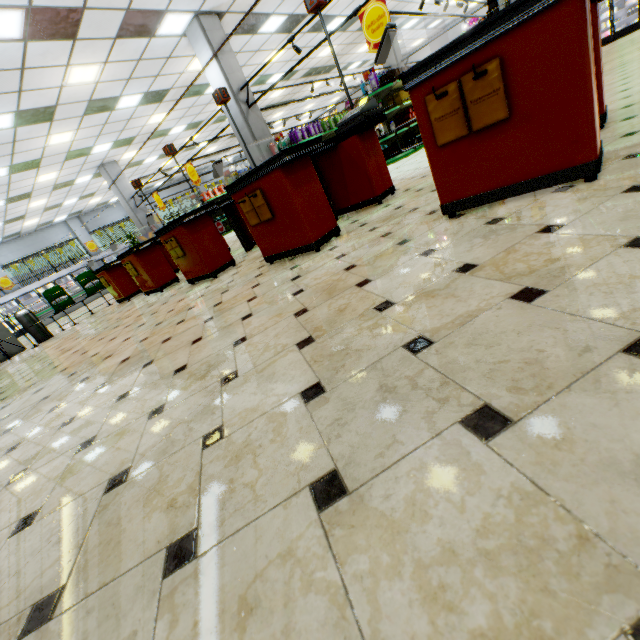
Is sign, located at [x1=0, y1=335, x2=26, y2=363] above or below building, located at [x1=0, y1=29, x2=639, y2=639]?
above

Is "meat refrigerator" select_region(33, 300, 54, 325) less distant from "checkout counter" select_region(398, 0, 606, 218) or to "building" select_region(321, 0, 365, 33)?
"building" select_region(321, 0, 365, 33)

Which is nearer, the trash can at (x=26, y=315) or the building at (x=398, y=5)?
the trash can at (x=26, y=315)

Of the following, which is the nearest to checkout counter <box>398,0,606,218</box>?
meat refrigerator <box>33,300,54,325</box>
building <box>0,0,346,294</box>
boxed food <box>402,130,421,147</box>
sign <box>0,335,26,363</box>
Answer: building <box>0,0,346,294</box>

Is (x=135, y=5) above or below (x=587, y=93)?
above

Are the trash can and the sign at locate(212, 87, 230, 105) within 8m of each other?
yes

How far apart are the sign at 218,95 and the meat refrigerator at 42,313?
16.40m

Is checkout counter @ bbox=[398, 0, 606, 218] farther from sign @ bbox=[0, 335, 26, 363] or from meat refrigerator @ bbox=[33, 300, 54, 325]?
meat refrigerator @ bbox=[33, 300, 54, 325]
